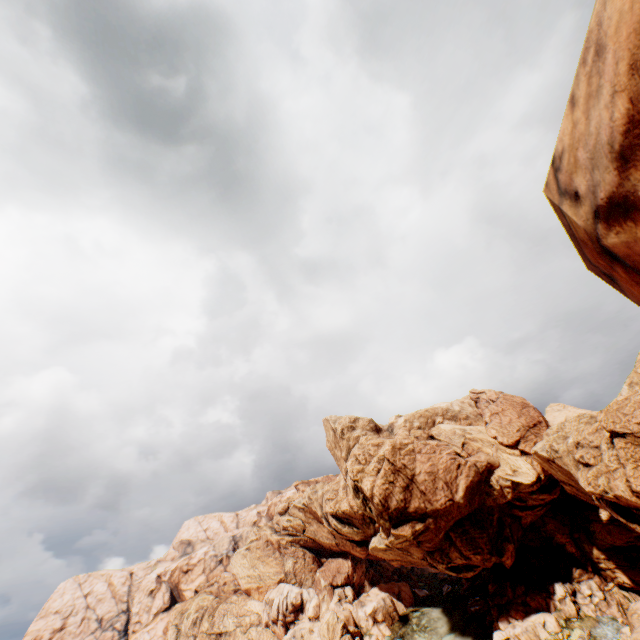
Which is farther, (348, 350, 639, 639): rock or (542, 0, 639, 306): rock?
(348, 350, 639, 639): rock

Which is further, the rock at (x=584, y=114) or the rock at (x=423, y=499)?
the rock at (x=423, y=499)

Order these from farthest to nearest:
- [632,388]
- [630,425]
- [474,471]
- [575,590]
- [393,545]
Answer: [393,545], [575,590], [474,471], [632,388], [630,425]
